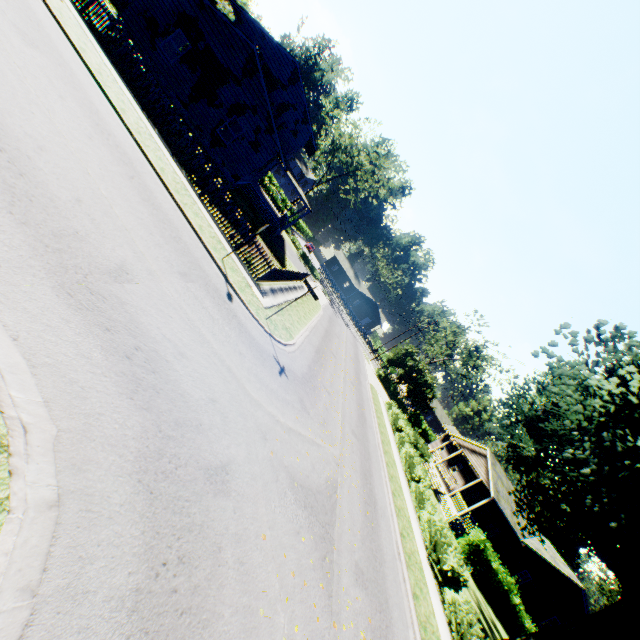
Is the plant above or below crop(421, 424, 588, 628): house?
above

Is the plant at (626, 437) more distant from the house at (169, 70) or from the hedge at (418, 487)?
the hedge at (418, 487)

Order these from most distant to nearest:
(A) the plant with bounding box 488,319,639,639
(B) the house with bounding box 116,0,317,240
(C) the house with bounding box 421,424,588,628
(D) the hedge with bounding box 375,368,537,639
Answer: (C) the house with bounding box 421,424,588,628, (B) the house with bounding box 116,0,317,240, (D) the hedge with bounding box 375,368,537,639, (A) the plant with bounding box 488,319,639,639

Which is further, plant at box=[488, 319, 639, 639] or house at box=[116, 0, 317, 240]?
house at box=[116, 0, 317, 240]

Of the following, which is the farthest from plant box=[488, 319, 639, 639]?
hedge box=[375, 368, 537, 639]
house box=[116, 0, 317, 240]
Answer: hedge box=[375, 368, 537, 639]

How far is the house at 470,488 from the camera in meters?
27.0 m

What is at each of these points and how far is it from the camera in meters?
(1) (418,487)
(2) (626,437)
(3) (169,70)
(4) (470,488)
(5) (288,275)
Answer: (1) hedge, 20.4 m
(2) plant, 13.4 m
(3) house, 19.1 m
(4) house, 35.6 m
(5) fence, 20.9 m

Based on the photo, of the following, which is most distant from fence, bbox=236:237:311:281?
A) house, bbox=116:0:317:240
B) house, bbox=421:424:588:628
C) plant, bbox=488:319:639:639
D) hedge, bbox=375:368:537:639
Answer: house, bbox=421:424:588:628
